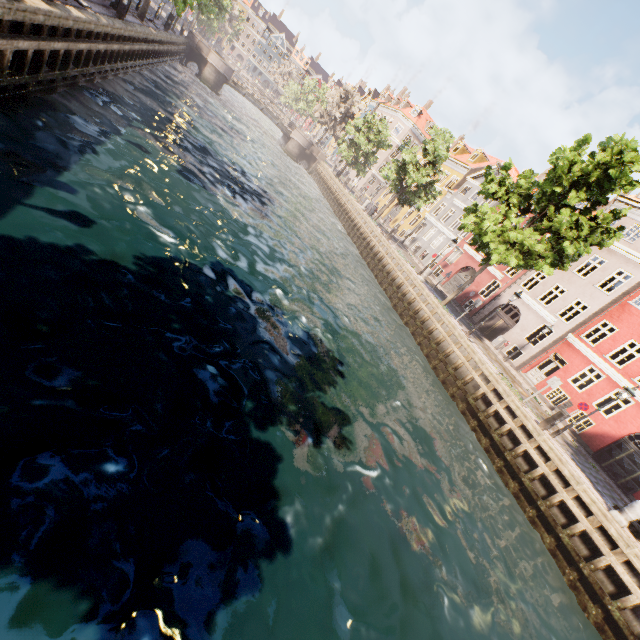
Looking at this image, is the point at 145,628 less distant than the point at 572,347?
Yes

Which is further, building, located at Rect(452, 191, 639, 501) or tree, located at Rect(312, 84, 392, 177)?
tree, located at Rect(312, 84, 392, 177)

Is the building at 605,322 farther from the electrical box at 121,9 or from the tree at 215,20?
the electrical box at 121,9

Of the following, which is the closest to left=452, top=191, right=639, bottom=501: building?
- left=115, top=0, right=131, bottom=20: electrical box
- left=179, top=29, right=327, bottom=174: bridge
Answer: left=179, top=29, right=327, bottom=174: bridge

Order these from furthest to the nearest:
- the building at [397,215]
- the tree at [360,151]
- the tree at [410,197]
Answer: the building at [397,215], the tree at [360,151], the tree at [410,197]

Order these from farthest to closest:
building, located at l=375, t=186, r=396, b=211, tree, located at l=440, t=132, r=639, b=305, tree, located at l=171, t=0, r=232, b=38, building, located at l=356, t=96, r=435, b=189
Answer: building, located at l=356, t=96, r=435, b=189
building, located at l=375, t=186, r=396, b=211
tree, located at l=171, t=0, r=232, b=38
tree, located at l=440, t=132, r=639, b=305

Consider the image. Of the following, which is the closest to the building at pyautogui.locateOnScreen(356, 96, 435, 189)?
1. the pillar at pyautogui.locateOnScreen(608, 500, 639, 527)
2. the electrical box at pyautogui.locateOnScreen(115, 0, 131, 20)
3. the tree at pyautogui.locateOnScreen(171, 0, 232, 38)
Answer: the tree at pyautogui.locateOnScreen(171, 0, 232, 38)

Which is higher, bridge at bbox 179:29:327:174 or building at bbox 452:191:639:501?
building at bbox 452:191:639:501
